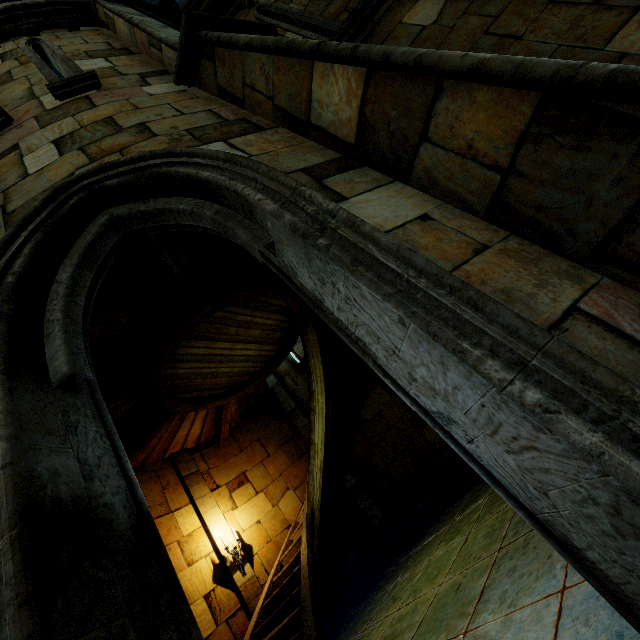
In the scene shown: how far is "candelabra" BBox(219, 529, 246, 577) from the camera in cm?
754

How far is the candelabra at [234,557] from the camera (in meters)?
7.54

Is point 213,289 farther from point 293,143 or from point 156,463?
point 156,463
